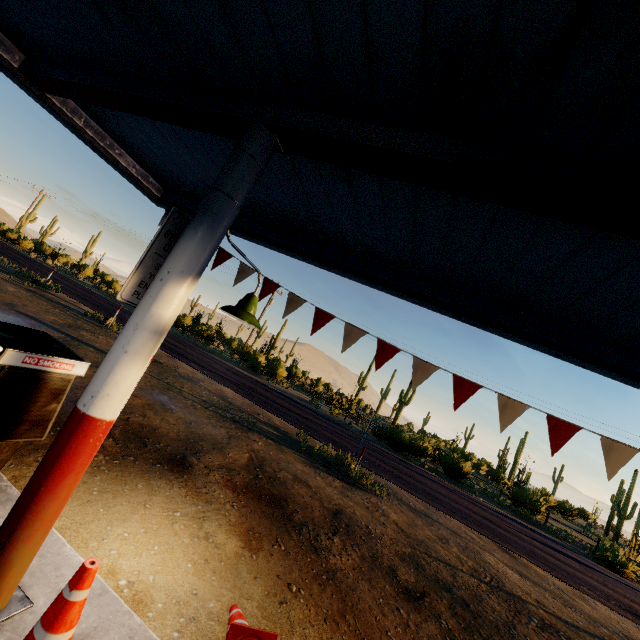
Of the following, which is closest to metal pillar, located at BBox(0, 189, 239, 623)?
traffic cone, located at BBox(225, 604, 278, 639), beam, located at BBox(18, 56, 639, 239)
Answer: beam, located at BBox(18, 56, 639, 239)

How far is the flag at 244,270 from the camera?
5.00m

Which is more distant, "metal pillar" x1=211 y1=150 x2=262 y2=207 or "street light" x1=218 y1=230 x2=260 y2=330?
"street light" x1=218 y1=230 x2=260 y2=330

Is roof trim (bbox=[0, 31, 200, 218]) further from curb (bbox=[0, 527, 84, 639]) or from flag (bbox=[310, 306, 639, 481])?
curb (bbox=[0, 527, 84, 639])

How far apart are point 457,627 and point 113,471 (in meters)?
5.52

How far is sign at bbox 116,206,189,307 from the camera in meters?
2.3 m

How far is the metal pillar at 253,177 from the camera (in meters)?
2.49

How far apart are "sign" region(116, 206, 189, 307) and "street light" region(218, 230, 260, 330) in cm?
18
